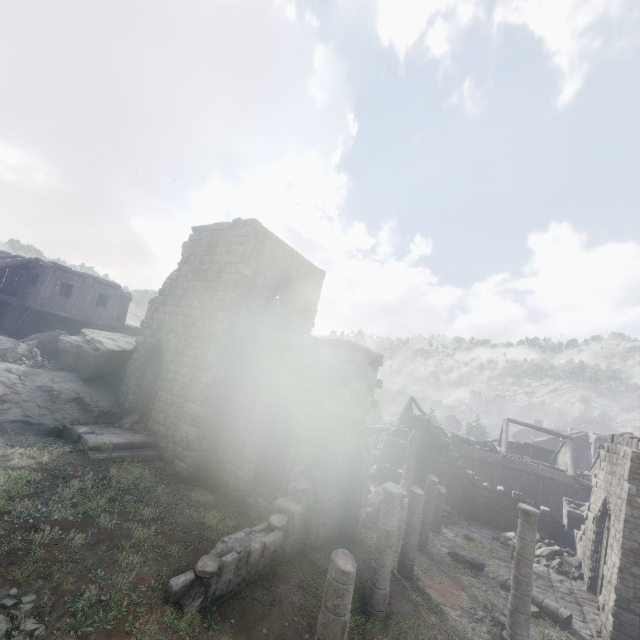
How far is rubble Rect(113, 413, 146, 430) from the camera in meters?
13.6 m

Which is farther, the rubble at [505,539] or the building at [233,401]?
the rubble at [505,539]

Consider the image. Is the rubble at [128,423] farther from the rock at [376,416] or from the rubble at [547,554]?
the rubble at [547,554]

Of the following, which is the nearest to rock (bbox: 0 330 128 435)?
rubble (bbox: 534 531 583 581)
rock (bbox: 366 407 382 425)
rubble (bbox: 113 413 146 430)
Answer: rubble (bbox: 113 413 146 430)

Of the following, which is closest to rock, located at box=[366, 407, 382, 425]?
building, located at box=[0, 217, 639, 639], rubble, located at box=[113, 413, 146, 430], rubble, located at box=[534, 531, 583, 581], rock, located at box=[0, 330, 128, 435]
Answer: building, located at box=[0, 217, 639, 639]

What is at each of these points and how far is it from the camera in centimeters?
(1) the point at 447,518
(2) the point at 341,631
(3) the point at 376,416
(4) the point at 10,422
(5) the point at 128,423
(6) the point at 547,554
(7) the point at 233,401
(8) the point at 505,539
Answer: (1) rubble, 1925cm
(2) building, 577cm
(3) rock, 4922cm
(4) rock, 1146cm
(5) rubble, 1378cm
(6) rubble, 1627cm
(7) building, 1289cm
(8) rubble, 1773cm

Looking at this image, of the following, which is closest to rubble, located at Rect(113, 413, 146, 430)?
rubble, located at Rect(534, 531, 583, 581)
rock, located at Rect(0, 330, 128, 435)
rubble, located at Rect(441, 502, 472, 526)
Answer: rock, located at Rect(0, 330, 128, 435)

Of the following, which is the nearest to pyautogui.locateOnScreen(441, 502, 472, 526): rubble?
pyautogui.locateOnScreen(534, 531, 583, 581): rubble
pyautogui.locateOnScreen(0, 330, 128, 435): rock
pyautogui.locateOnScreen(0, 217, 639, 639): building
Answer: pyautogui.locateOnScreen(0, 217, 639, 639): building
